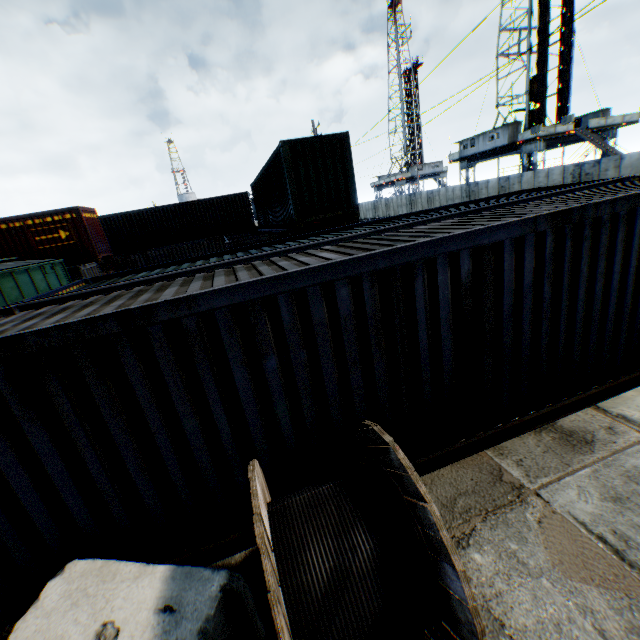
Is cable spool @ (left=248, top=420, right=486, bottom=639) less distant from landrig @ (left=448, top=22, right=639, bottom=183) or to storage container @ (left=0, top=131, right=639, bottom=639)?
storage container @ (left=0, top=131, right=639, bottom=639)

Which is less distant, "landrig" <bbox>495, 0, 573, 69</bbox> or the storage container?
the storage container

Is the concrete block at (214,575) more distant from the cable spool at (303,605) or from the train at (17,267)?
the train at (17,267)

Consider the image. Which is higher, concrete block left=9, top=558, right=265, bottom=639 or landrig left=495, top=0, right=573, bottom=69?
landrig left=495, top=0, right=573, bottom=69

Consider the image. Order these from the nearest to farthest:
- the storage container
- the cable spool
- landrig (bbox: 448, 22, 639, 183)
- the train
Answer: the cable spool → the storage container → the train → landrig (bbox: 448, 22, 639, 183)

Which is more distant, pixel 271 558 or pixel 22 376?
pixel 22 376

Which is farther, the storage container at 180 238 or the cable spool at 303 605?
the storage container at 180 238

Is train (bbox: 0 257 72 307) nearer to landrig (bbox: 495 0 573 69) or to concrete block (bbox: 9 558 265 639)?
concrete block (bbox: 9 558 265 639)
